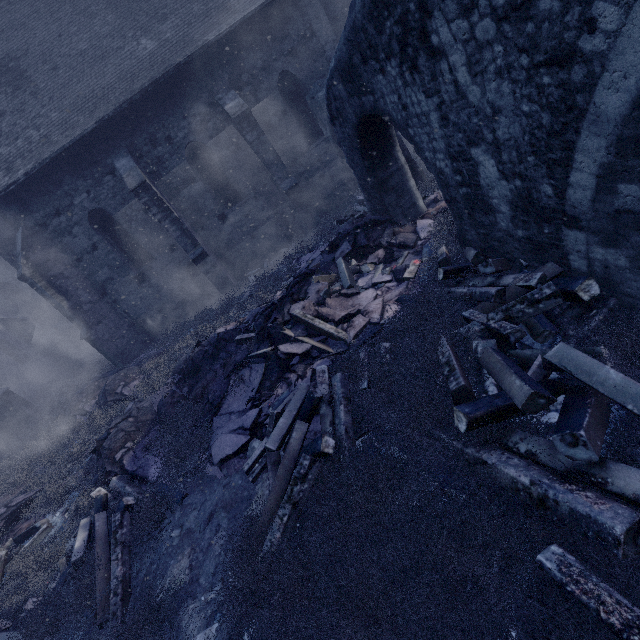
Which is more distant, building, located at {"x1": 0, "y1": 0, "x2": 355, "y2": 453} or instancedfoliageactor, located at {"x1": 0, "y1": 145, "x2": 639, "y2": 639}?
building, located at {"x1": 0, "y1": 0, "x2": 355, "y2": 453}

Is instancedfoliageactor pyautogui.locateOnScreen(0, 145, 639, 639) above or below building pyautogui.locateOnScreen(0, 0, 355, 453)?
below

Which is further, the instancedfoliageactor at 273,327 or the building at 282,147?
the building at 282,147

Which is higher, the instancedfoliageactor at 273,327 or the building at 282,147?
the building at 282,147

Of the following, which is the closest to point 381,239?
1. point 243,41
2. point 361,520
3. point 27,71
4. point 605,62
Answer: point 605,62
